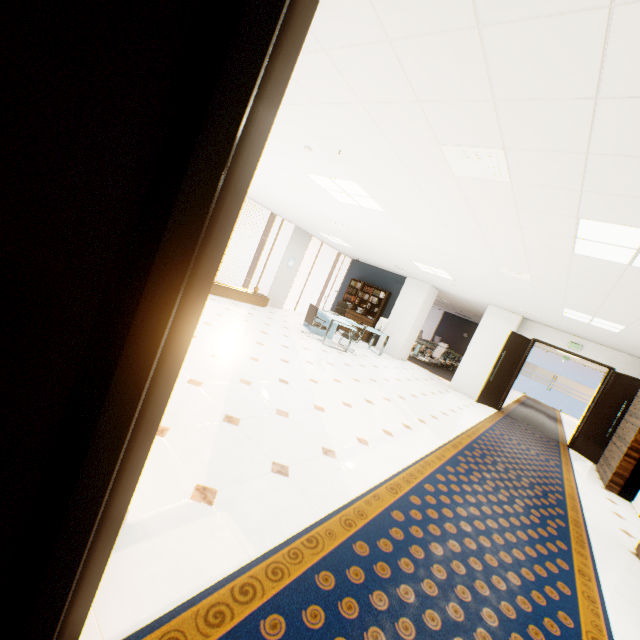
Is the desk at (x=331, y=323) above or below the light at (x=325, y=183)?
below

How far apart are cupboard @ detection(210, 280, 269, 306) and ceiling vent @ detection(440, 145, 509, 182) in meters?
7.5 m

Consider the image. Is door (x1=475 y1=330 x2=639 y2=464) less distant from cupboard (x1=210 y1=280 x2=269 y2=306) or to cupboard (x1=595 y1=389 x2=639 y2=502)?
cupboard (x1=595 y1=389 x2=639 y2=502)

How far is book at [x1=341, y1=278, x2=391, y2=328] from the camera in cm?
1275

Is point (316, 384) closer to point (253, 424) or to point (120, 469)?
point (253, 424)

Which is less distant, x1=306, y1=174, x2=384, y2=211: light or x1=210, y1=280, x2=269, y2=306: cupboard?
x1=306, y1=174, x2=384, y2=211: light

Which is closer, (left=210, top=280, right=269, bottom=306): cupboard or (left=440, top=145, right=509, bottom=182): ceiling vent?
(left=440, top=145, right=509, bottom=182): ceiling vent

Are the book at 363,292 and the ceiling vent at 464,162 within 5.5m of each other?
no
